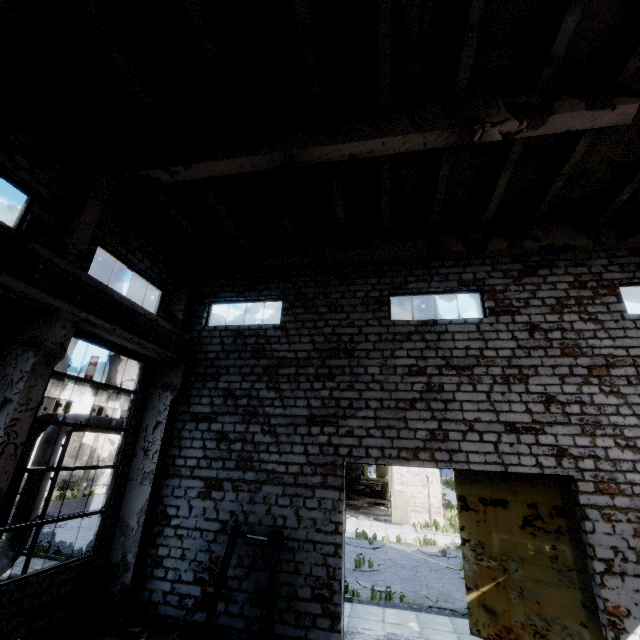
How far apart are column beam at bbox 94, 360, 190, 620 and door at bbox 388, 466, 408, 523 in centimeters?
1734cm

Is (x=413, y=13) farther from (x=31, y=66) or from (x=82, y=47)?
(x=31, y=66)

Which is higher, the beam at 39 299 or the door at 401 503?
the beam at 39 299

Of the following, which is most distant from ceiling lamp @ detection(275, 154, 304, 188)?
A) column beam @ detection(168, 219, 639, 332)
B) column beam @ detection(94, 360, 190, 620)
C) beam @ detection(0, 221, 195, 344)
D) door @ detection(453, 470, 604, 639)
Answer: door @ detection(453, 470, 604, 639)

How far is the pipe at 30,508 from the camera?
9.46m

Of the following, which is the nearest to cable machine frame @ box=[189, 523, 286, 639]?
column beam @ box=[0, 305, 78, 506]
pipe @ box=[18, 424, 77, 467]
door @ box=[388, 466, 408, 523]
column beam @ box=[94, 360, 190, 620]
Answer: column beam @ box=[94, 360, 190, 620]

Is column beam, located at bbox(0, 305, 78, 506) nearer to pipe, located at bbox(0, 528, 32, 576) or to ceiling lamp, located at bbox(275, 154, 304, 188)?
pipe, located at bbox(0, 528, 32, 576)

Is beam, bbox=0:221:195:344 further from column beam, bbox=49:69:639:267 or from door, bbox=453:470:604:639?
door, bbox=453:470:604:639
